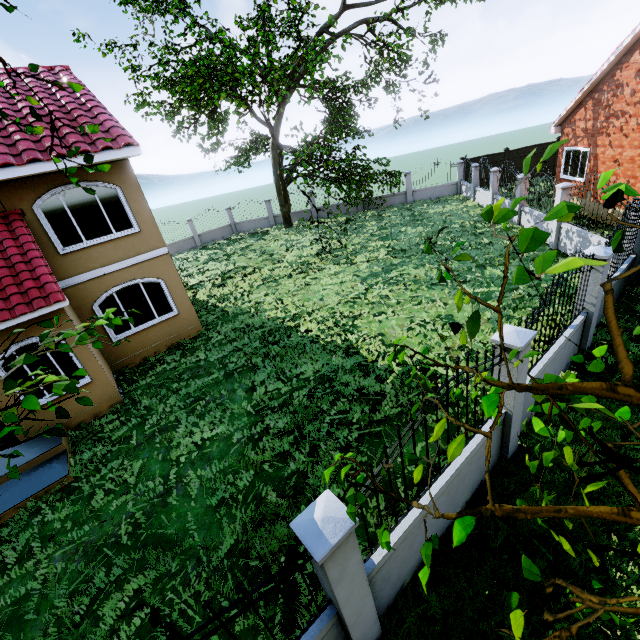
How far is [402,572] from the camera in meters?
4.3 m

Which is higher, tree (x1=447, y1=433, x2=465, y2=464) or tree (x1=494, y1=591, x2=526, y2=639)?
tree (x1=447, y1=433, x2=465, y2=464)

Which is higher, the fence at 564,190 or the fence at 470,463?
the fence at 564,190

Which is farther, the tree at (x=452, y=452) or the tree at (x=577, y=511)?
the tree at (x=452, y=452)

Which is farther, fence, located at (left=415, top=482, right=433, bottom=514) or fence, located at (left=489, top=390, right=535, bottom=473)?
fence, located at (left=489, top=390, right=535, bottom=473)

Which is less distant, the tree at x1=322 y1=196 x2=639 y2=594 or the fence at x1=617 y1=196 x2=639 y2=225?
the tree at x1=322 y1=196 x2=639 y2=594
